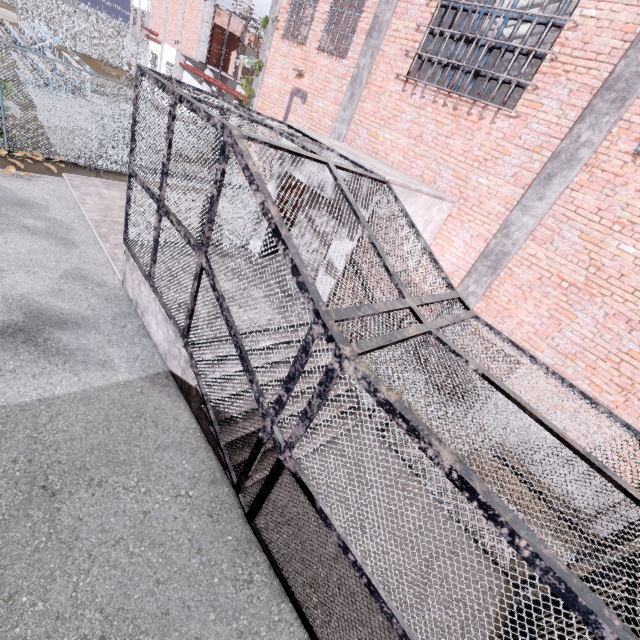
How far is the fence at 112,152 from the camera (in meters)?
10.31

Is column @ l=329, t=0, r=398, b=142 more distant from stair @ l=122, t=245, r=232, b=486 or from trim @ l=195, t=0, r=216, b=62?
trim @ l=195, t=0, r=216, b=62

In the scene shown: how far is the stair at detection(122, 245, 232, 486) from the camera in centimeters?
480cm

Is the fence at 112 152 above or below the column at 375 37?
below

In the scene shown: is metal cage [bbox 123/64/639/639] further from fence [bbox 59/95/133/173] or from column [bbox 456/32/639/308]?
fence [bbox 59/95/133/173]

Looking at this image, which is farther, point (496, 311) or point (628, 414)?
point (496, 311)

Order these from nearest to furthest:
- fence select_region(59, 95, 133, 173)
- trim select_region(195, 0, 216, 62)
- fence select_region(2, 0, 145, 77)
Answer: →
1. fence select_region(59, 95, 133, 173)
2. trim select_region(195, 0, 216, 62)
3. fence select_region(2, 0, 145, 77)

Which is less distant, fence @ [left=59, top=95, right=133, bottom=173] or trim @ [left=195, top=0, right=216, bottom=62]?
fence @ [left=59, top=95, right=133, bottom=173]
